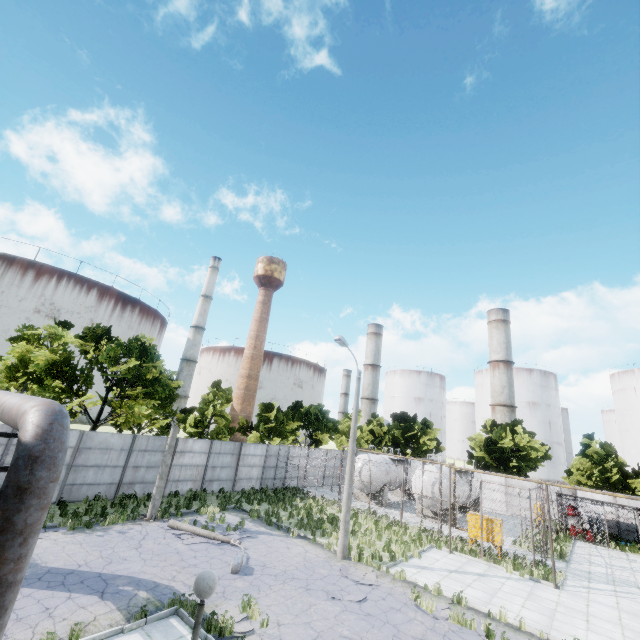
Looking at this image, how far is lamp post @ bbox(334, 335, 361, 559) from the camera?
15.2 meters

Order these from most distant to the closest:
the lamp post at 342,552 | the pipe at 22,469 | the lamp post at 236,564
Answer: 1. the lamp post at 342,552
2. the lamp post at 236,564
3. the pipe at 22,469

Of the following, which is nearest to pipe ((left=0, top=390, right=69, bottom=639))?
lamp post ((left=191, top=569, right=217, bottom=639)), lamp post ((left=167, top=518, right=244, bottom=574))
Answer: lamp post ((left=191, top=569, right=217, bottom=639))

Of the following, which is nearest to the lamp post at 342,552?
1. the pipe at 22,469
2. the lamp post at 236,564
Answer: the lamp post at 236,564

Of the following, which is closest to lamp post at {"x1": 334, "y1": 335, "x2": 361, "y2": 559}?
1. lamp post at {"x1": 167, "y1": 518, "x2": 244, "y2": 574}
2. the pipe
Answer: lamp post at {"x1": 167, "y1": 518, "x2": 244, "y2": 574}

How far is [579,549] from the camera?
22.91m

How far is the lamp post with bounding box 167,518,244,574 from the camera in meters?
12.2 m
